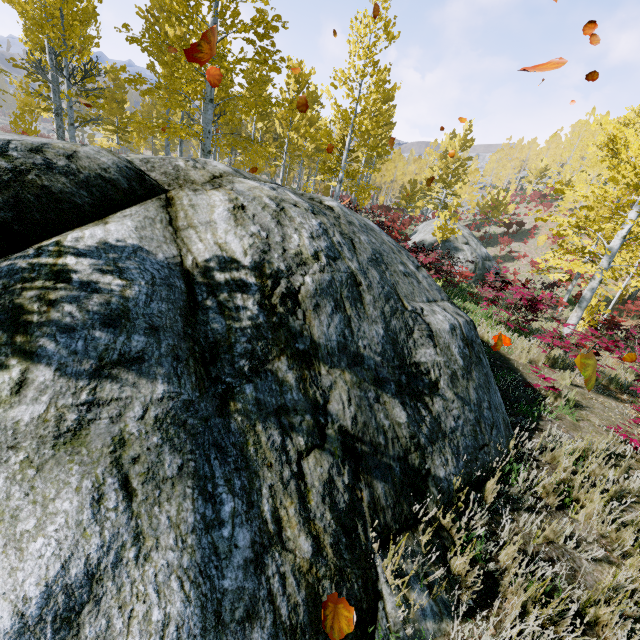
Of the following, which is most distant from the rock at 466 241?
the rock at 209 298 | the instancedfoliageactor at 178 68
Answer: the rock at 209 298

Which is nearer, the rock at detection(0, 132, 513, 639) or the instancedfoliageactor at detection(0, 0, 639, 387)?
the rock at detection(0, 132, 513, 639)

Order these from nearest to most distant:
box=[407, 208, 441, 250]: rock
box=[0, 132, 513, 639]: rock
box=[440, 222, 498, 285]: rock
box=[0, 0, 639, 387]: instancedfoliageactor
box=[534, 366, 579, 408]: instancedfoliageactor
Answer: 1. box=[0, 132, 513, 639]: rock
2. box=[534, 366, 579, 408]: instancedfoliageactor
3. box=[0, 0, 639, 387]: instancedfoliageactor
4. box=[440, 222, 498, 285]: rock
5. box=[407, 208, 441, 250]: rock

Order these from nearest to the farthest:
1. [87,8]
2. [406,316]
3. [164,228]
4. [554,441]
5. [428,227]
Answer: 1. [164,228]
2. [406,316]
3. [554,441]
4. [87,8]
5. [428,227]

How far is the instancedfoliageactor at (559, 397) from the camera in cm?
535

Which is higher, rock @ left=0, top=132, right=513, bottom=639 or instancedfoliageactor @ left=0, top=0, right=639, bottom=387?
instancedfoliageactor @ left=0, top=0, right=639, bottom=387

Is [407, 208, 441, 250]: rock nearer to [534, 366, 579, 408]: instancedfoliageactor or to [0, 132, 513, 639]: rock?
[534, 366, 579, 408]: instancedfoliageactor
